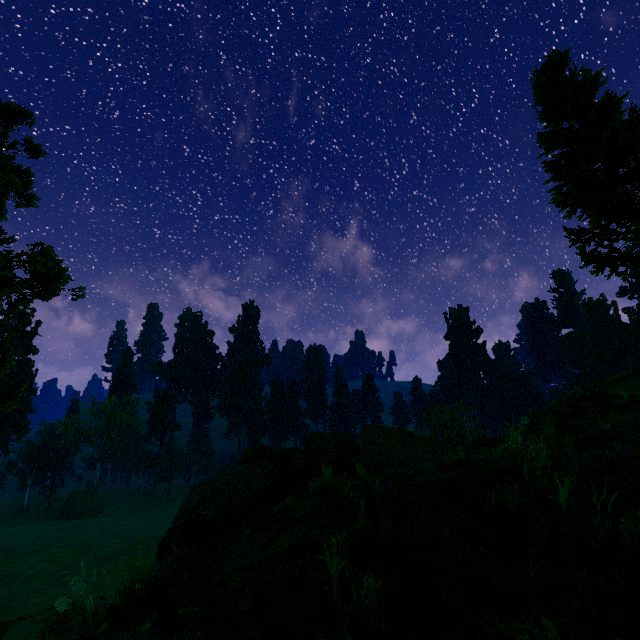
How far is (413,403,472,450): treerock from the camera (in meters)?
43.00

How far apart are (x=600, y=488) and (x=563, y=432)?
6.7m

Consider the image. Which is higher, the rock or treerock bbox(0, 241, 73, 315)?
treerock bbox(0, 241, 73, 315)

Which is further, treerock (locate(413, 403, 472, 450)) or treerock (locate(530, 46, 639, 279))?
treerock (locate(413, 403, 472, 450))

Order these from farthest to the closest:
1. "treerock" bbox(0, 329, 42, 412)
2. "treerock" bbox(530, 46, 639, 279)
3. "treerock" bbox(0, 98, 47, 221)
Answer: "treerock" bbox(0, 98, 47, 221)
"treerock" bbox(0, 329, 42, 412)
"treerock" bbox(530, 46, 639, 279)

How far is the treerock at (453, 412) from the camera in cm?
4300

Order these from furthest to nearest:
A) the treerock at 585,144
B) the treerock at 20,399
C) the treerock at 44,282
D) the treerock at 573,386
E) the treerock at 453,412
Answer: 1. the treerock at 453,412
2. the treerock at 44,282
3. the treerock at 20,399
4. the treerock at 585,144
5. the treerock at 573,386

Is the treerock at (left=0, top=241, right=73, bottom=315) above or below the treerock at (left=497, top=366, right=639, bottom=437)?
above
